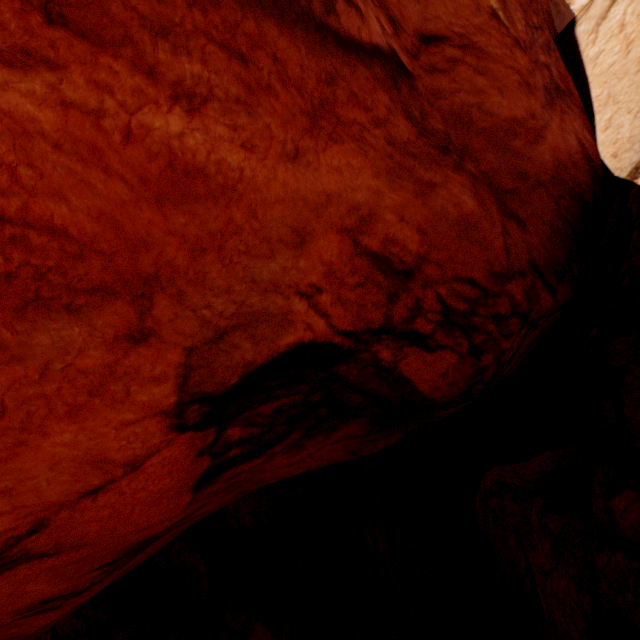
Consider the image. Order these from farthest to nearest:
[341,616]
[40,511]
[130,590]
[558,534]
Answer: [130,590], [341,616], [558,534], [40,511]
